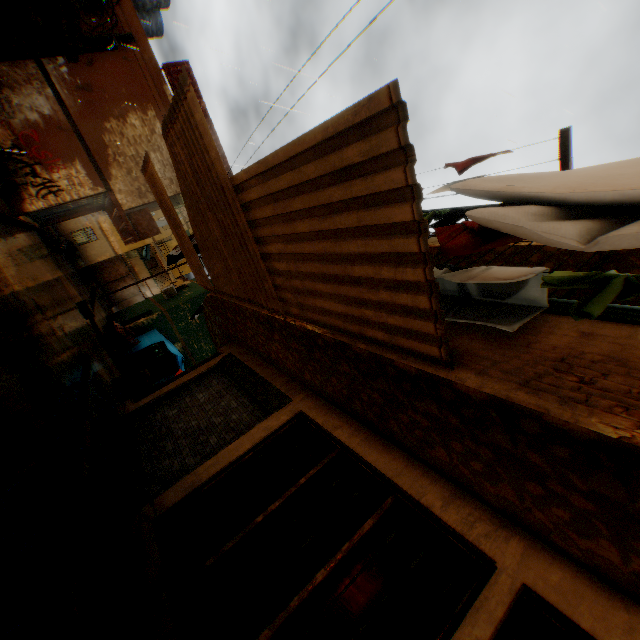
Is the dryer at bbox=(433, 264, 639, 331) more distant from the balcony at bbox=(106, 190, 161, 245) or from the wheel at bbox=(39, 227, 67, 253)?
the wheel at bbox=(39, 227, 67, 253)

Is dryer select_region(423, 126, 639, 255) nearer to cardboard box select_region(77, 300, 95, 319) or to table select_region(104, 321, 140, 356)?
table select_region(104, 321, 140, 356)

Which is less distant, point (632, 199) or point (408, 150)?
point (632, 199)

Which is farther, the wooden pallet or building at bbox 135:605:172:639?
the wooden pallet

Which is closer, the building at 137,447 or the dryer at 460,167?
the dryer at 460,167

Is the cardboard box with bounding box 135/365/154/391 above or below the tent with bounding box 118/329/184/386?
below

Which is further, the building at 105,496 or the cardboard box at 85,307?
the cardboard box at 85,307

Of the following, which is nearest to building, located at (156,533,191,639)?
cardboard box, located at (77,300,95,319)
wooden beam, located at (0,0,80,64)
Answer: wooden beam, located at (0,0,80,64)
